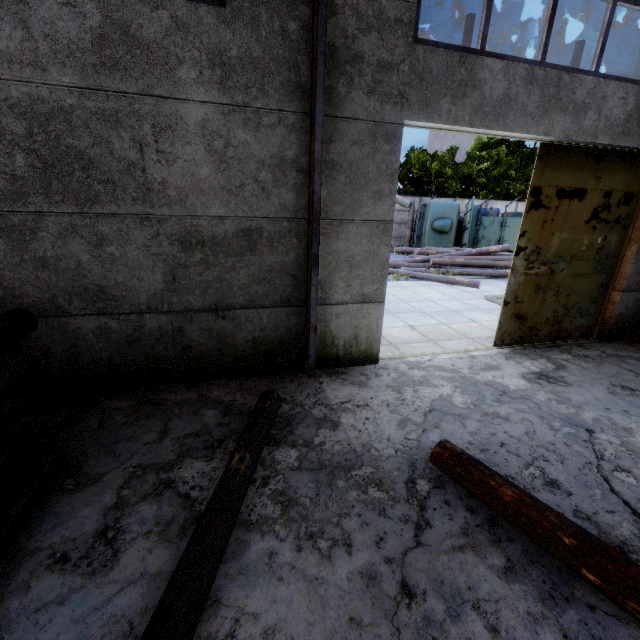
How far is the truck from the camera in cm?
1886

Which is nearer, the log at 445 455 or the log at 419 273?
the log at 445 455

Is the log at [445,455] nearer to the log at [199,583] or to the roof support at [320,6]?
the log at [199,583]

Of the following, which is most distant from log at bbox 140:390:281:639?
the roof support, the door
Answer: the door

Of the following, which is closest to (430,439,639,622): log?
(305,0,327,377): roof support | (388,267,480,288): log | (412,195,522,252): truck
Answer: (305,0,327,377): roof support

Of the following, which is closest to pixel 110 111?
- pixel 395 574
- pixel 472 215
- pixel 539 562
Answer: pixel 395 574

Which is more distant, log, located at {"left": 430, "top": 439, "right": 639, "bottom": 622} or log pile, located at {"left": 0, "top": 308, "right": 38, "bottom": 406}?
log pile, located at {"left": 0, "top": 308, "right": 38, "bottom": 406}
